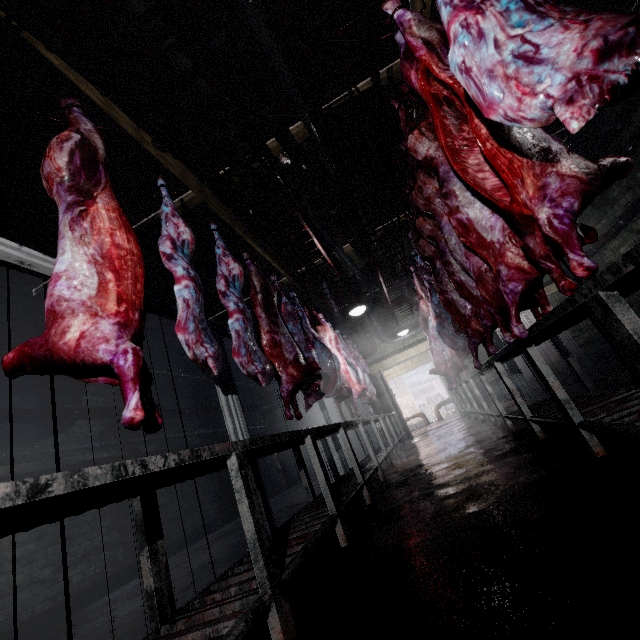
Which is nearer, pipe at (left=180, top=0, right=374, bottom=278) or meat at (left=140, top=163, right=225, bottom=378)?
meat at (left=140, top=163, right=225, bottom=378)

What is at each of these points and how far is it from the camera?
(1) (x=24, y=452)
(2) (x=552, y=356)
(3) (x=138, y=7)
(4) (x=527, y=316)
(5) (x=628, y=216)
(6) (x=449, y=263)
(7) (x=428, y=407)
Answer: (1) pipe, 3.8m
(2) door, 8.1m
(3) pipe, 2.5m
(4) door, 8.5m
(5) pipe, 5.9m
(6) meat, 3.0m
(7) instancedfoliageactor, 18.2m

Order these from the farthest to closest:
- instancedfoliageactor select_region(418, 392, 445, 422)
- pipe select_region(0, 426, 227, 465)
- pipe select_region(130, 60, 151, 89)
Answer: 1. instancedfoliageactor select_region(418, 392, 445, 422)
2. pipe select_region(0, 426, 227, 465)
3. pipe select_region(130, 60, 151, 89)

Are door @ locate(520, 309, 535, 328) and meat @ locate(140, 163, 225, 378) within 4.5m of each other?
no

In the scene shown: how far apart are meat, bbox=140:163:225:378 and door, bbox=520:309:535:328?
8.2m

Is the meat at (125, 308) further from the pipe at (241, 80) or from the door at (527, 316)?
the door at (527, 316)

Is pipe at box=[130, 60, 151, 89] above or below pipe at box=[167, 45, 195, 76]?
below

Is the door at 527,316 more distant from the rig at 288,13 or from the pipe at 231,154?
the rig at 288,13
